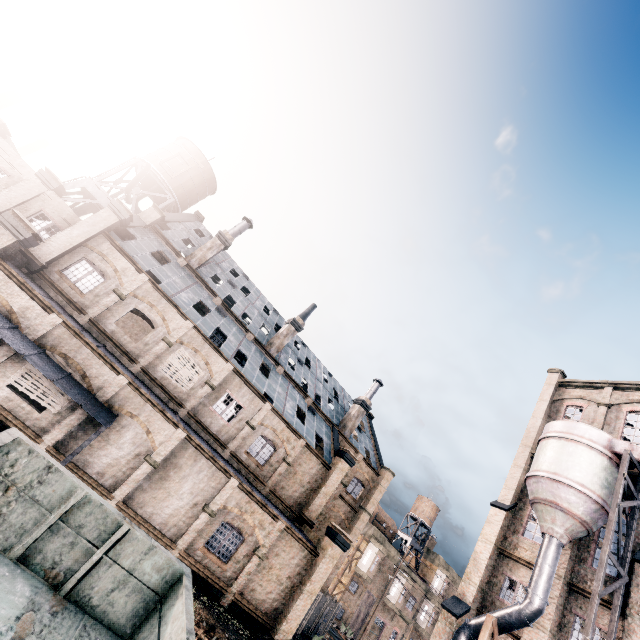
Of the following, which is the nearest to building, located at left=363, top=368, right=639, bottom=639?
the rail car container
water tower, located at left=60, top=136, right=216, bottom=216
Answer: water tower, located at left=60, top=136, right=216, bottom=216

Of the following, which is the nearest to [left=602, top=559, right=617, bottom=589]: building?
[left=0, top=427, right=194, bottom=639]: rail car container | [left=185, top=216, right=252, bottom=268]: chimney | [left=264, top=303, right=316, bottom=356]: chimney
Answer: [left=0, top=427, right=194, bottom=639]: rail car container

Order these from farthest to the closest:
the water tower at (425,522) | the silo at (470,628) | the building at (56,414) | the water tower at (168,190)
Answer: the water tower at (425,522)
the water tower at (168,190)
the silo at (470,628)
the building at (56,414)

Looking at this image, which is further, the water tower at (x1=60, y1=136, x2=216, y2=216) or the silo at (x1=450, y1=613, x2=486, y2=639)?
the water tower at (x1=60, y1=136, x2=216, y2=216)

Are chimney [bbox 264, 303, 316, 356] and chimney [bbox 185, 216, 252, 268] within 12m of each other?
yes

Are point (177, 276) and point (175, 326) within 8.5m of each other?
yes

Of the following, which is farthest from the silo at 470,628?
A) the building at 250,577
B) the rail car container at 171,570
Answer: the rail car container at 171,570

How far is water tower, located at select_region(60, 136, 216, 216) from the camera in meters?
32.3
